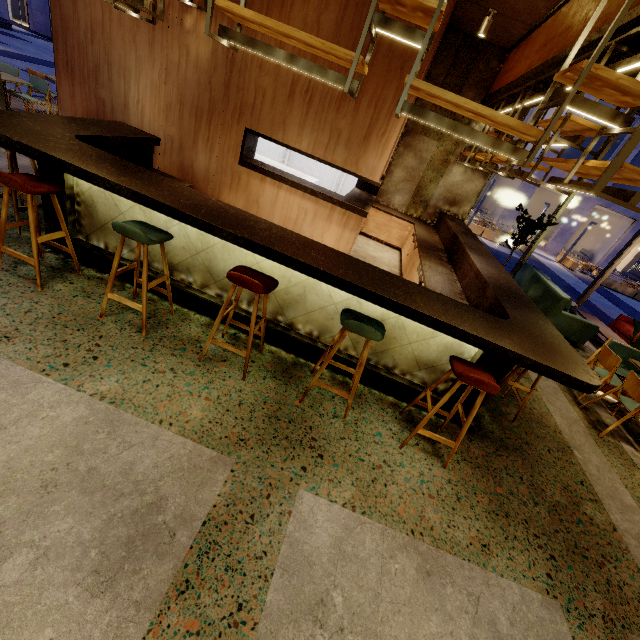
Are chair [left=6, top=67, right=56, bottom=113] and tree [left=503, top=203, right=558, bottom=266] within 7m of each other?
no

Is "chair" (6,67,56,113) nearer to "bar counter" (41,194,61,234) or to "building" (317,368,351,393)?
"building" (317,368,351,393)

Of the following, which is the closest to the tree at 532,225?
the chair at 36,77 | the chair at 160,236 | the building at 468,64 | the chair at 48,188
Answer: the building at 468,64

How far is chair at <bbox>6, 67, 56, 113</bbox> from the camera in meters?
6.6

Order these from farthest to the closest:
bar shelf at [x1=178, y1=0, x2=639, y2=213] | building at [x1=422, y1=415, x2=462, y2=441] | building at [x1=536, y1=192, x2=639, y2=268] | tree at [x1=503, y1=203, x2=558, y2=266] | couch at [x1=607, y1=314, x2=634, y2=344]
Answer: building at [x1=536, y1=192, x2=639, y2=268]
couch at [x1=607, y1=314, x2=634, y2=344]
tree at [x1=503, y1=203, x2=558, y2=266]
building at [x1=422, y1=415, x2=462, y2=441]
bar shelf at [x1=178, y1=0, x2=639, y2=213]

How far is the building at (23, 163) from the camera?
4.9 meters

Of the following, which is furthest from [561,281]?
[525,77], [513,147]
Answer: [513,147]

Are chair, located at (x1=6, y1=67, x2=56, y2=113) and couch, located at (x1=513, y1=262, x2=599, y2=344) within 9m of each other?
no
